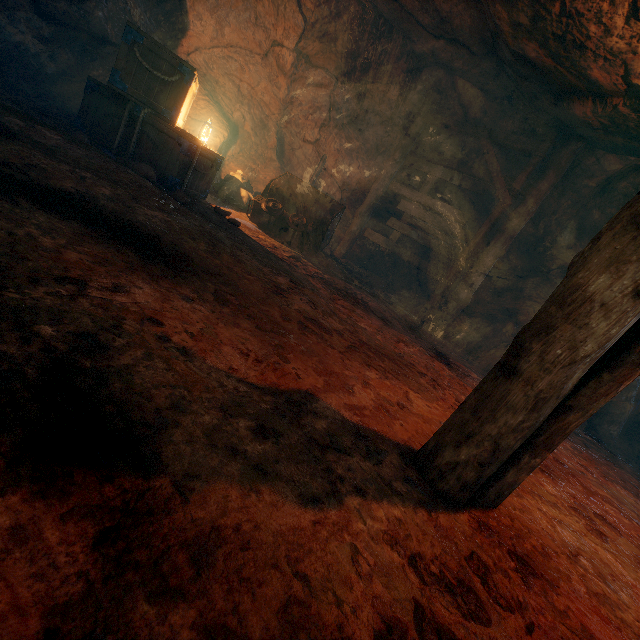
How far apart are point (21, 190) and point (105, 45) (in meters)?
6.31

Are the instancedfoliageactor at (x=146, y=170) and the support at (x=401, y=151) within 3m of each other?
no

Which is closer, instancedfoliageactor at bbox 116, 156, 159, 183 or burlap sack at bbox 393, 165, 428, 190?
instancedfoliageactor at bbox 116, 156, 159, 183

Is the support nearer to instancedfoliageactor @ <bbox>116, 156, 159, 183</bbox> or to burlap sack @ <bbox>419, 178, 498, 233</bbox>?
burlap sack @ <bbox>419, 178, 498, 233</bbox>

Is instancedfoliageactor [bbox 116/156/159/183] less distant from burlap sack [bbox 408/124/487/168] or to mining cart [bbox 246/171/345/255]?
burlap sack [bbox 408/124/487/168]

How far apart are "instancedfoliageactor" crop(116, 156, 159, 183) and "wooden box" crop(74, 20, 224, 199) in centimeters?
15cm

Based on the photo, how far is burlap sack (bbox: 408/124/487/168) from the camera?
8.1m

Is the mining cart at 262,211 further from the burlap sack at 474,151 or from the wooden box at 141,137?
the wooden box at 141,137
